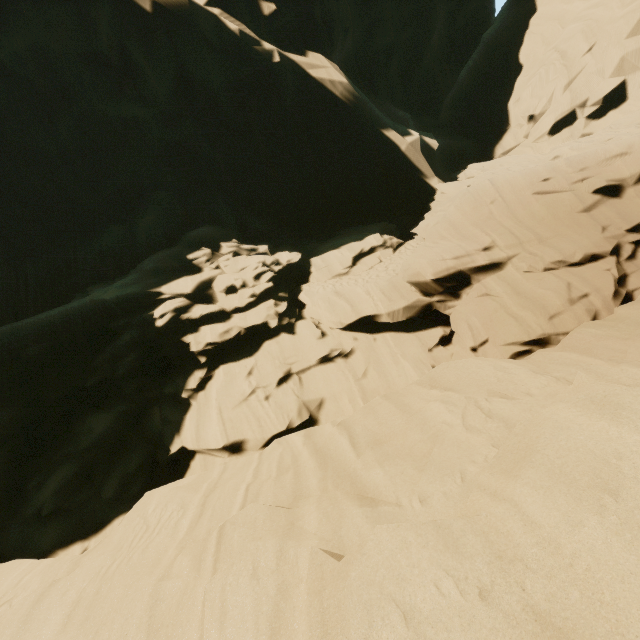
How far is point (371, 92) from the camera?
21.14m
